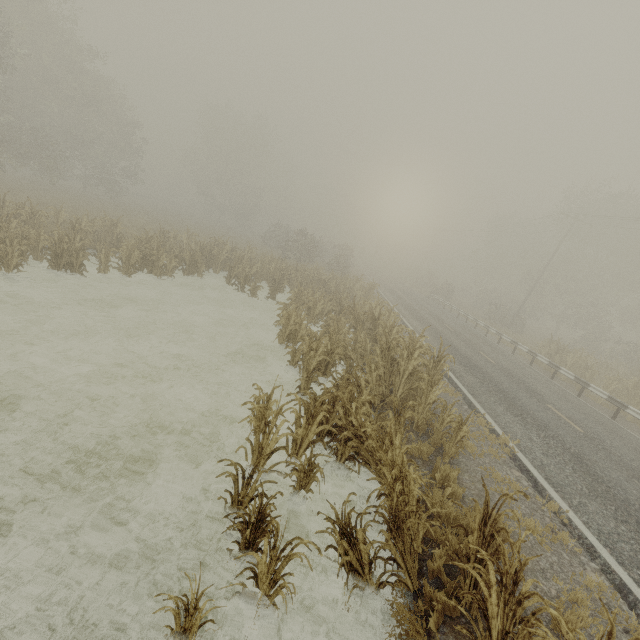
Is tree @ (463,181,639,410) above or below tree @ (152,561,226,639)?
above

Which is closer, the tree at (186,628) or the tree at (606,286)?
the tree at (186,628)

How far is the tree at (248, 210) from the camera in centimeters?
4600cm

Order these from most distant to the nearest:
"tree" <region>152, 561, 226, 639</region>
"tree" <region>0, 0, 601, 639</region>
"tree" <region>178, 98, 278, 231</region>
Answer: "tree" <region>178, 98, 278, 231</region> → "tree" <region>0, 0, 601, 639</region> → "tree" <region>152, 561, 226, 639</region>

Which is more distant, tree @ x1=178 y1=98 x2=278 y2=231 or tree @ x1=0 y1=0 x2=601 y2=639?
tree @ x1=178 y1=98 x2=278 y2=231

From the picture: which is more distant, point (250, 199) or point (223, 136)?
point (250, 199)

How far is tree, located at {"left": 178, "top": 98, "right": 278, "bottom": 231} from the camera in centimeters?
4600cm

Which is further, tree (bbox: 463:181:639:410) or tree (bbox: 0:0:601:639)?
tree (bbox: 463:181:639:410)
